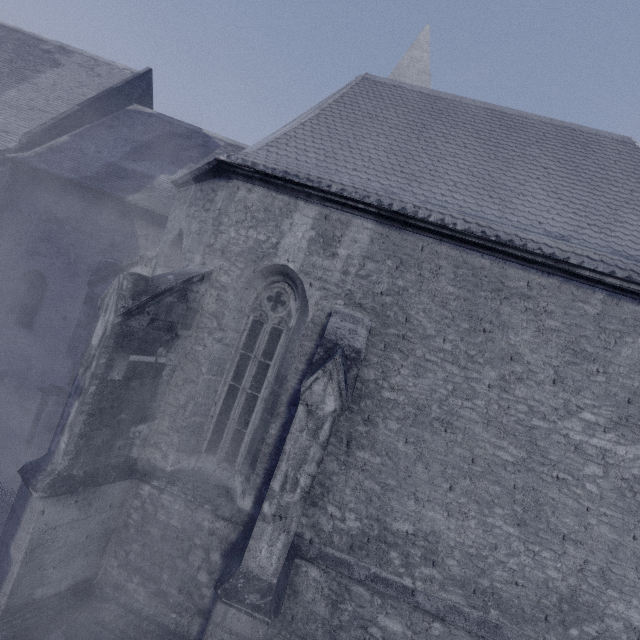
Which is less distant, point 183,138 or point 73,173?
point 73,173
